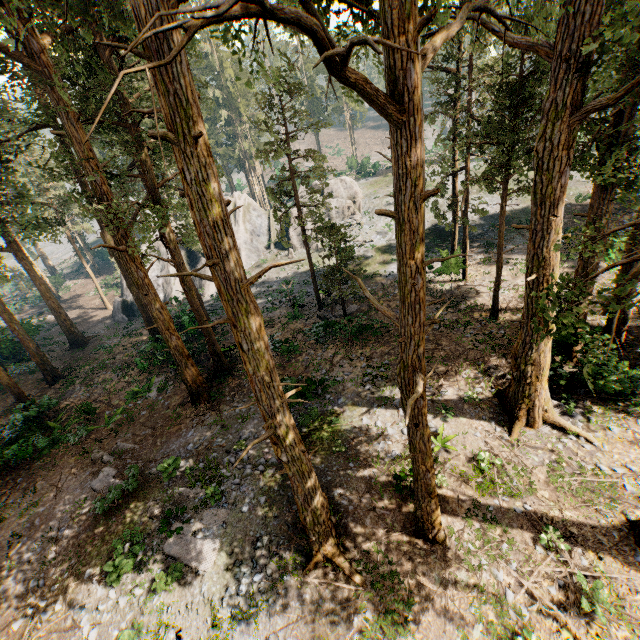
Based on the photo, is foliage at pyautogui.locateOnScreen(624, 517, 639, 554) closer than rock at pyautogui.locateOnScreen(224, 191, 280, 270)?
Yes

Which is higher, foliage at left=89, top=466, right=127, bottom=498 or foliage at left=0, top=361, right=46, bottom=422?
foliage at left=0, top=361, right=46, bottom=422

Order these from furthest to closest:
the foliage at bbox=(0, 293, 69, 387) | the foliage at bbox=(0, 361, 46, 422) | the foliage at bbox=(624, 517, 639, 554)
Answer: the foliage at bbox=(0, 293, 69, 387) → the foliage at bbox=(0, 361, 46, 422) → the foliage at bbox=(624, 517, 639, 554)

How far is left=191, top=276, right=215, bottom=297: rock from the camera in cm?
3600

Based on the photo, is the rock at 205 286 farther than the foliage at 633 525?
Yes

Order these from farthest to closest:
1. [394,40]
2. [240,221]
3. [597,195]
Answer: [240,221], [597,195], [394,40]

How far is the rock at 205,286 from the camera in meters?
36.0 m
